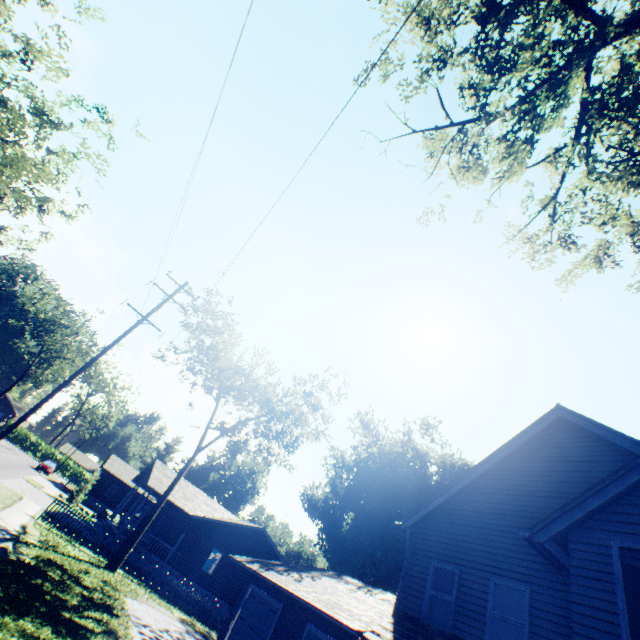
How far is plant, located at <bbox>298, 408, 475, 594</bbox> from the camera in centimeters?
3575cm

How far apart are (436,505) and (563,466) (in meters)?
4.23

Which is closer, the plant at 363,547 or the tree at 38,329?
the plant at 363,547

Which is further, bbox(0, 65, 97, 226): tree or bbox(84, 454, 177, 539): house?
bbox(84, 454, 177, 539): house

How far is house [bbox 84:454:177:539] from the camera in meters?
25.5 m

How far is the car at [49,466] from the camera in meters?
45.1

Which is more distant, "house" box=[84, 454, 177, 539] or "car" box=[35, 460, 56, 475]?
"car" box=[35, 460, 56, 475]
